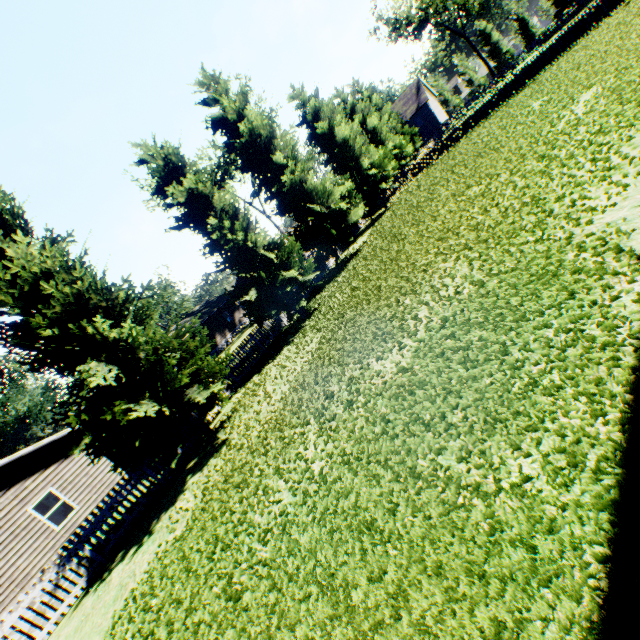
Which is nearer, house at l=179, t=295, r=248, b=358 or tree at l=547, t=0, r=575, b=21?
house at l=179, t=295, r=248, b=358

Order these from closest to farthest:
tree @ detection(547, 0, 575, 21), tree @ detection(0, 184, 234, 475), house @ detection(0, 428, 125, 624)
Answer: tree @ detection(0, 184, 234, 475) → house @ detection(0, 428, 125, 624) → tree @ detection(547, 0, 575, 21)

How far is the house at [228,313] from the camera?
39.53m

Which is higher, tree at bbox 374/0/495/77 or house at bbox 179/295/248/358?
tree at bbox 374/0/495/77

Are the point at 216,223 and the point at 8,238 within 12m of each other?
yes

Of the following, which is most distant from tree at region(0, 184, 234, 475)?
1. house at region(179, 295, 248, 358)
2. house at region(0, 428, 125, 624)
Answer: house at region(179, 295, 248, 358)

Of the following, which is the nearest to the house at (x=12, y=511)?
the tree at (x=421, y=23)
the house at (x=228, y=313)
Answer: the house at (x=228, y=313)

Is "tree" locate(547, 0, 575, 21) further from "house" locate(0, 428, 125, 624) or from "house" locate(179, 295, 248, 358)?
"house" locate(179, 295, 248, 358)
